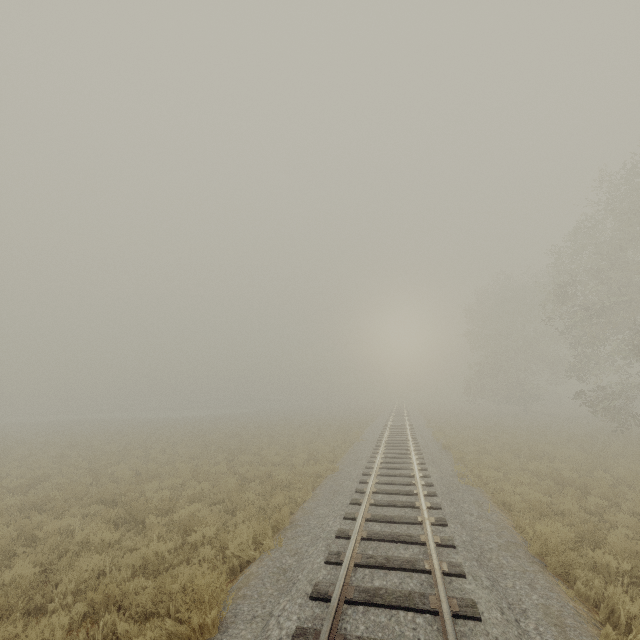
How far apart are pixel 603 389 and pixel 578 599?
22.7m
